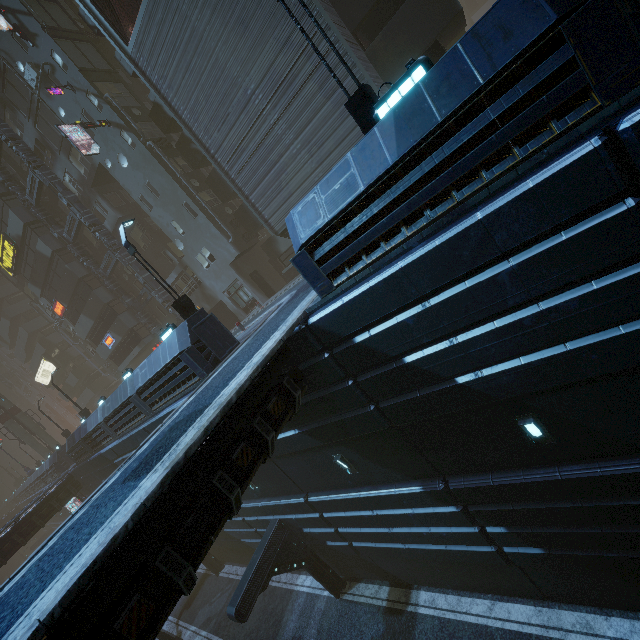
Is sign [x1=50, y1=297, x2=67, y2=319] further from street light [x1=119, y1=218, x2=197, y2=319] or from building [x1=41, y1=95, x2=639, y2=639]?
street light [x1=119, y1=218, x2=197, y2=319]

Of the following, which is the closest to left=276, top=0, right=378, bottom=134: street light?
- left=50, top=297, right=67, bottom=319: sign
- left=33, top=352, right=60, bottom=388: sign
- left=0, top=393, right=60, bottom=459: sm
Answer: left=50, top=297, right=67, bottom=319: sign

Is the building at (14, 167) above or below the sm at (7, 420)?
above

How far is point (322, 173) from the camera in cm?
1669

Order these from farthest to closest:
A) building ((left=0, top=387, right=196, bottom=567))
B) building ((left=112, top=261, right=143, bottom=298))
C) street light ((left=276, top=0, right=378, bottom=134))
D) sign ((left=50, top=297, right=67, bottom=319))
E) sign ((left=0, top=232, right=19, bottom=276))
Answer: sign ((left=50, top=297, right=67, bottom=319)) < building ((left=112, top=261, right=143, bottom=298)) < sign ((left=0, top=232, right=19, bottom=276)) < building ((left=0, top=387, right=196, bottom=567)) < street light ((left=276, top=0, right=378, bottom=134))

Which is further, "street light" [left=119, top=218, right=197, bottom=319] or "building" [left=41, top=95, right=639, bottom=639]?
"street light" [left=119, top=218, right=197, bottom=319]

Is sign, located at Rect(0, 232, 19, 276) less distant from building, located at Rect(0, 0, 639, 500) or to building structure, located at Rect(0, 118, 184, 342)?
building, located at Rect(0, 0, 639, 500)

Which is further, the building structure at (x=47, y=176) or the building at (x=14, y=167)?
the building at (x=14, y=167)
